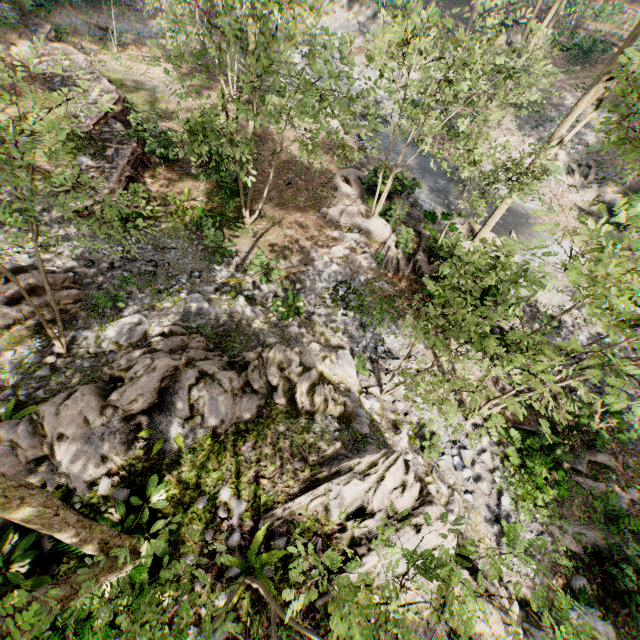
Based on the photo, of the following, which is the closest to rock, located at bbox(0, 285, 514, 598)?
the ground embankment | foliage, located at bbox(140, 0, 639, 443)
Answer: foliage, located at bbox(140, 0, 639, 443)

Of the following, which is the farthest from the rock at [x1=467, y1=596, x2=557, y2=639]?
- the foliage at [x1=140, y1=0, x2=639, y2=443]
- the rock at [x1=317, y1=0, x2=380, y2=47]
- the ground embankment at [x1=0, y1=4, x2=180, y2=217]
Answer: the rock at [x1=317, y1=0, x2=380, y2=47]

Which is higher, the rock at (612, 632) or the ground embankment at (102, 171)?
the ground embankment at (102, 171)

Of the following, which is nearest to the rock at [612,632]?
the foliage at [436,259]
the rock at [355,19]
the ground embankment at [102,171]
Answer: the foliage at [436,259]

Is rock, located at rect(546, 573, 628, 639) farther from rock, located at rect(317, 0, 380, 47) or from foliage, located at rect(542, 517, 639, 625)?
rock, located at rect(317, 0, 380, 47)

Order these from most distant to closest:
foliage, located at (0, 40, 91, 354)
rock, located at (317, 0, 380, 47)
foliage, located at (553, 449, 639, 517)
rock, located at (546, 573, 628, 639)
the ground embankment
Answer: rock, located at (317, 0, 380, 47) < the ground embankment < foliage, located at (553, 449, 639, 517) < rock, located at (546, 573, 628, 639) < foliage, located at (0, 40, 91, 354)

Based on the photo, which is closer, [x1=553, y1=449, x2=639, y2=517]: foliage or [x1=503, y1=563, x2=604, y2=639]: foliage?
[x1=503, y1=563, x2=604, y2=639]: foliage

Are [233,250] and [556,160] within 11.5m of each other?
no
